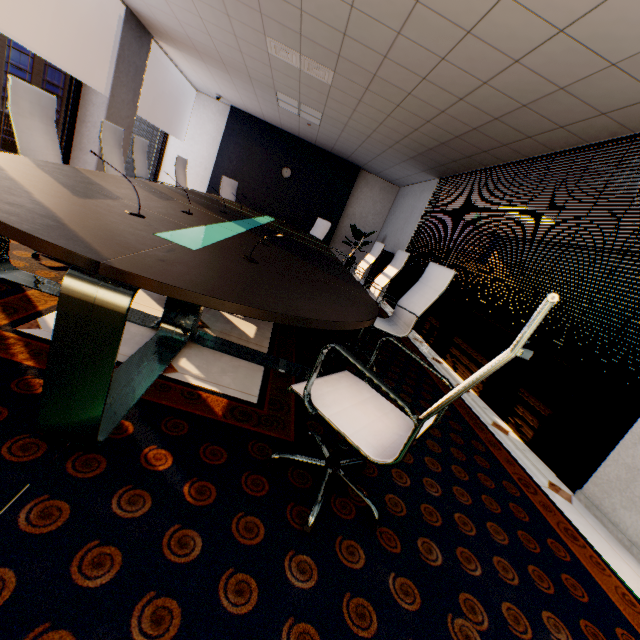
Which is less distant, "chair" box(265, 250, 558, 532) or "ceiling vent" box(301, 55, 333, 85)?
"chair" box(265, 250, 558, 532)

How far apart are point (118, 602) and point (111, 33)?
7.7 meters

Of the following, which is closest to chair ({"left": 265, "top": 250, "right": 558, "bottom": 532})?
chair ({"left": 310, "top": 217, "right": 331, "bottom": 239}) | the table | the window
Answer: the table

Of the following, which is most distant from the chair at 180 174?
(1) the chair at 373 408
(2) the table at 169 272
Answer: (1) the chair at 373 408

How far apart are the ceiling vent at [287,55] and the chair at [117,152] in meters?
2.3 m

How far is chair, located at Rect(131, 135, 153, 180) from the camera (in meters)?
4.40

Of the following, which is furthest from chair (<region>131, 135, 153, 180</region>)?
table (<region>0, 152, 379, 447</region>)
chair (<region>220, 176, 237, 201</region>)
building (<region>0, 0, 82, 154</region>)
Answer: building (<region>0, 0, 82, 154</region>)

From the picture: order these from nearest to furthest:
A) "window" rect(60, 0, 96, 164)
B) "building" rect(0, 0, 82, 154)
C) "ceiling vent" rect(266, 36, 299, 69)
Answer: "ceiling vent" rect(266, 36, 299, 69) < "window" rect(60, 0, 96, 164) < "building" rect(0, 0, 82, 154)
